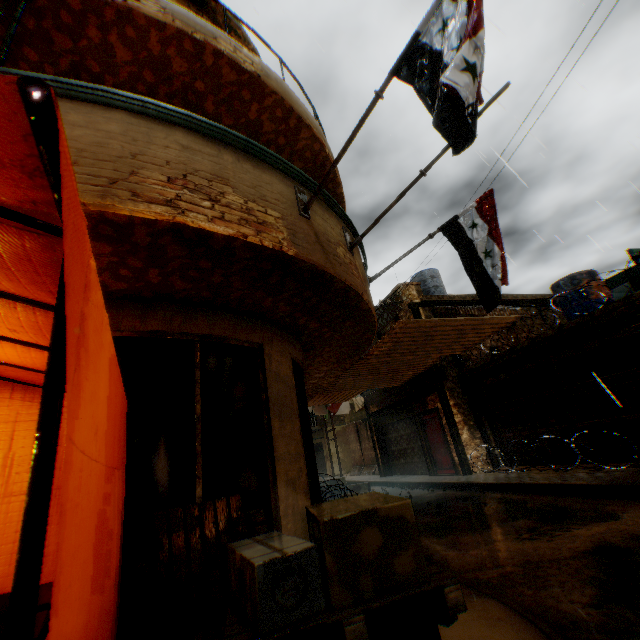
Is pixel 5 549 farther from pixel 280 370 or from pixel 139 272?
pixel 280 370

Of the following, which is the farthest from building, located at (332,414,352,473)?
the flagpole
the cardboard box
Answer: the cardboard box

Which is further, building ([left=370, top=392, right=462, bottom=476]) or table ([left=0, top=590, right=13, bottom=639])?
building ([left=370, top=392, right=462, bottom=476])

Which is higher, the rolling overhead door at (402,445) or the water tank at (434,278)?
the water tank at (434,278)

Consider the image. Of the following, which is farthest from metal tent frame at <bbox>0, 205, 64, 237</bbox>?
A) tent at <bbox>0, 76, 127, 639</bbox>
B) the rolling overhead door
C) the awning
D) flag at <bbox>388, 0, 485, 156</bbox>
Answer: the rolling overhead door

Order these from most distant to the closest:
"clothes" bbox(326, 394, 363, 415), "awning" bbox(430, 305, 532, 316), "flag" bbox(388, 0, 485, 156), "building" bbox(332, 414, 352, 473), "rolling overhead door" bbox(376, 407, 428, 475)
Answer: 1. "building" bbox(332, 414, 352, 473)
2. "clothes" bbox(326, 394, 363, 415)
3. "rolling overhead door" bbox(376, 407, 428, 475)
4. "awning" bbox(430, 305, 532, 316)
5. "flag" bbox(388, 0, 485, 156)

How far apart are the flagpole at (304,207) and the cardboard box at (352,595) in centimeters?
180cm

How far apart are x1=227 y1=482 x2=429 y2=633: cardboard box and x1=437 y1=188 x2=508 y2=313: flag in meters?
1.1
